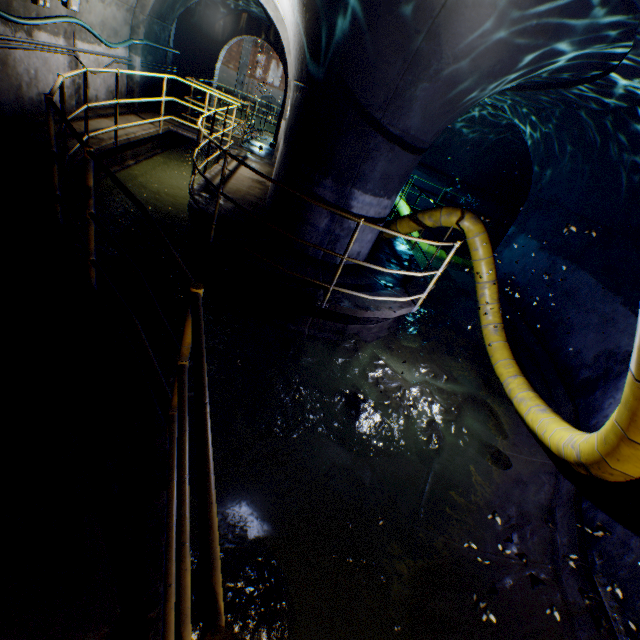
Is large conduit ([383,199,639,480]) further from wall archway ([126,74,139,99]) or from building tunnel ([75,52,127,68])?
wall archway ([126,74,139,99])

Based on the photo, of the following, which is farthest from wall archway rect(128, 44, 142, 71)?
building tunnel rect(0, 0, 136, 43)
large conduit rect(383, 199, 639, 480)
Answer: large conduit rect(383, 199, 639, 480)

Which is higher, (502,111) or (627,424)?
(502,111)

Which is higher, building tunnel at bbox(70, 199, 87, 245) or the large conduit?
the large conduit

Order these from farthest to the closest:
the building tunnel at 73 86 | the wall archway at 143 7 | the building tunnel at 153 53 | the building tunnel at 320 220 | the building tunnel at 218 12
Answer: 1. the building tunnel at 218 12
2. the building tunnel at 153 53
3. the wall archway at 143 7
4. the building tunnel at 73 86
5. the building tunnel at 320 220

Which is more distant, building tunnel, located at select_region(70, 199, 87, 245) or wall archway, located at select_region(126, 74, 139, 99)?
wall archway, located at select_region(126, 74, 139, 99)

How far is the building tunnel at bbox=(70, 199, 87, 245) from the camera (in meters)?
5.34

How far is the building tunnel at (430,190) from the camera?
13.0 meters
